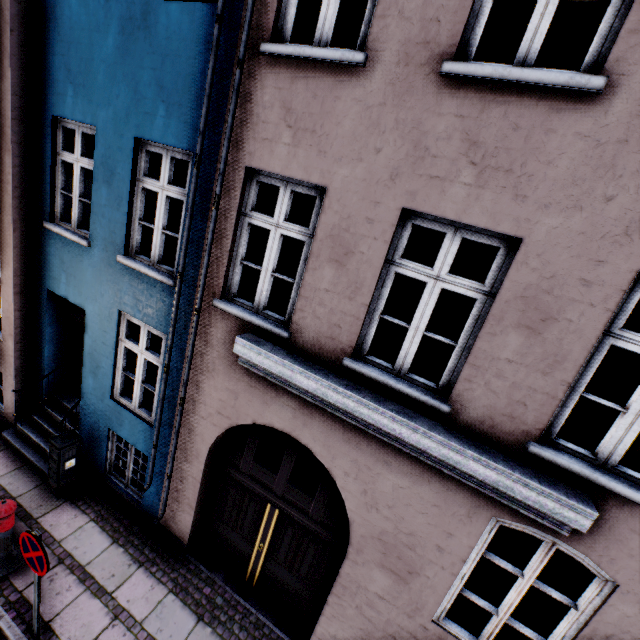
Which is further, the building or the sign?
the sign

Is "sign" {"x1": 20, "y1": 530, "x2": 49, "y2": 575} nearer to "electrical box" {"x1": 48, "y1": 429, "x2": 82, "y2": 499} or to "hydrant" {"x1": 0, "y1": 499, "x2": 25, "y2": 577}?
"hydrant" {"x1": 0, "y1": 499, "x2": 25, "y2": 577}

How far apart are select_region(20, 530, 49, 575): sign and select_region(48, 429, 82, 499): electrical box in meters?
2.1 m

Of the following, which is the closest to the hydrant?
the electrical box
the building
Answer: the electrical box

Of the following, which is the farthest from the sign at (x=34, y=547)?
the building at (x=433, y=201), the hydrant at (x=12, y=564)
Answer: the building at (x=433, y=201)

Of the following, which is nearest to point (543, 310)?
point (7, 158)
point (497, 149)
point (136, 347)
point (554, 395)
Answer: point (554, 395)

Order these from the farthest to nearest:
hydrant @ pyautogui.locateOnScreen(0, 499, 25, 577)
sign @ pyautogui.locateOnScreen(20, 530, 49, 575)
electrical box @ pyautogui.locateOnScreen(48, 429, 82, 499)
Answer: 1. electrical box @ pyautogui.locateOnScreen(48, 429, 82, 499)
2. hydrant @ pyautogui.locateOnScreen(0, 499, 25, 577)
3. sign @ pyautogui.locateOnScreen(20, 530, 49, 575)

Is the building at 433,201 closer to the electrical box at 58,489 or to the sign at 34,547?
the electrical box at 58,489
